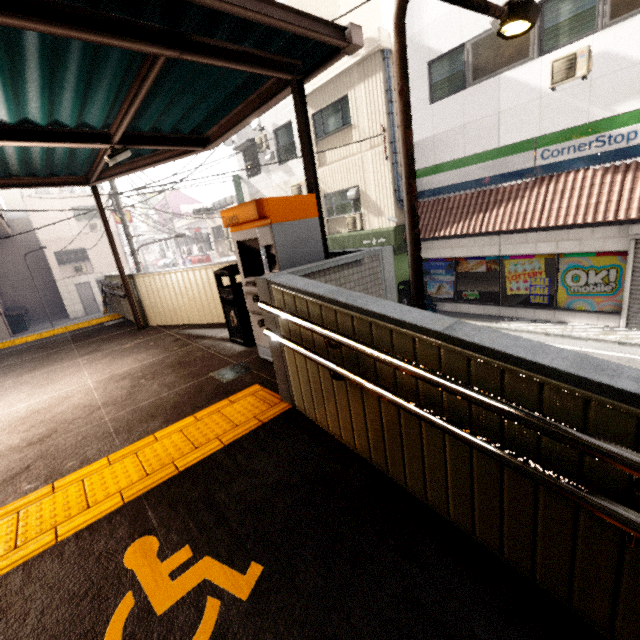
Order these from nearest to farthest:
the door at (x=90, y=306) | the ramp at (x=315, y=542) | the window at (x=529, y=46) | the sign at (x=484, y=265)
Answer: the ramp at (x=315, y=542), the window at (x=529, y=46), the sign at (x=484, y=265), the door at (x=90, y=306)

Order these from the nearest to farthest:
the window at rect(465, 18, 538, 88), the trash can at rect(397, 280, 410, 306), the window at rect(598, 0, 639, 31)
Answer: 1. the window at rect(598, 0, 639, 31)
2. the window at rect(465, 18, 538, 88)
3. the trash can at rect(397, 280, 410, 306)

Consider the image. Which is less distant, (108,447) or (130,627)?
(130,627)

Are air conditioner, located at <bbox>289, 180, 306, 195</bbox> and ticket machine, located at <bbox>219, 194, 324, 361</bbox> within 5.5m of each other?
no

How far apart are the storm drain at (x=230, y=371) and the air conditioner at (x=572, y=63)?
9.7 meters

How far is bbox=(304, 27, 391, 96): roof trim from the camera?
9.66m

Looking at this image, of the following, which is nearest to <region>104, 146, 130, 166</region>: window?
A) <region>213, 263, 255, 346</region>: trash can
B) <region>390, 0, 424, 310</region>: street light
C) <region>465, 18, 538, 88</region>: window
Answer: <region>213, 263, 255, 346</region>: trash can

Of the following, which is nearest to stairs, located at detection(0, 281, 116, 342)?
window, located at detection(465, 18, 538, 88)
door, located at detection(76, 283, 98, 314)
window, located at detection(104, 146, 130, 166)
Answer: window, located at detection(104, 146, 130, 166)
